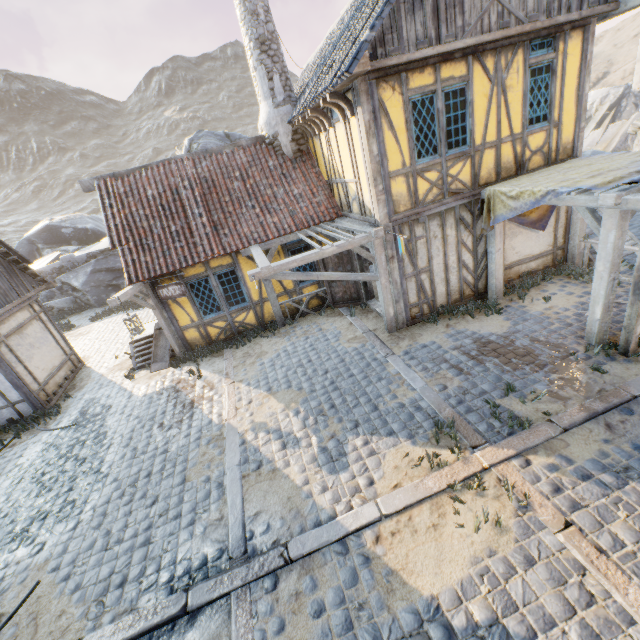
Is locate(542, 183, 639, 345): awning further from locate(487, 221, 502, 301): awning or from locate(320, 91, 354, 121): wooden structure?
locate(320, 91, 354, 121): wooden structure

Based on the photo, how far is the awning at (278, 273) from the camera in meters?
7.4

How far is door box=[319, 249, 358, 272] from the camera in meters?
10.2

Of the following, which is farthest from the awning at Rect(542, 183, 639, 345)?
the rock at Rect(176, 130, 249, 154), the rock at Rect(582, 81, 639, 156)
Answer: the rock at Rect(176, 130, 249, 154)

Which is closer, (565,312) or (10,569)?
(10,569)

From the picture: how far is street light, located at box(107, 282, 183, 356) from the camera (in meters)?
8.30

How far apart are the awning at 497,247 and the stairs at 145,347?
9.96m

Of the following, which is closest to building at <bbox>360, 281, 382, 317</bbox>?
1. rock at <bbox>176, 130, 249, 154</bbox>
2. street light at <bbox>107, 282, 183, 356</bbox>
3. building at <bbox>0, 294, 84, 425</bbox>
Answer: street light at <bbox>107, 282, 183, 356</bbox>
